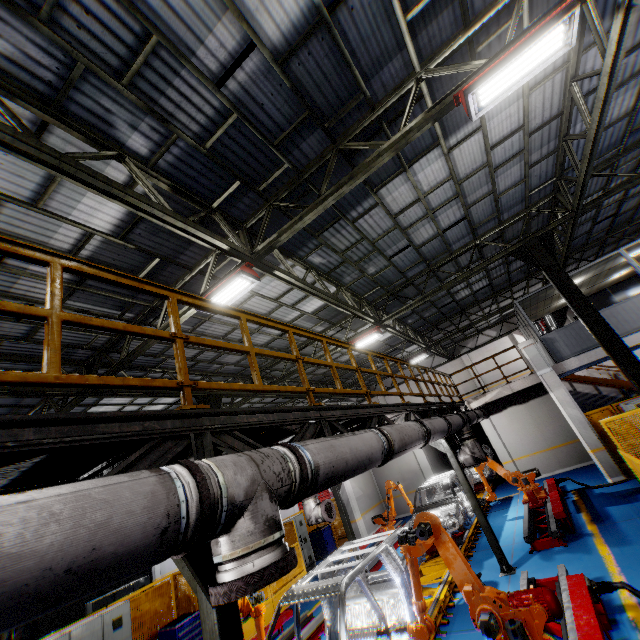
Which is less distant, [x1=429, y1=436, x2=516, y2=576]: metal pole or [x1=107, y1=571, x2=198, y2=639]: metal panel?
[x1=429, y1=436, x2=516, y2=576]: metal pole

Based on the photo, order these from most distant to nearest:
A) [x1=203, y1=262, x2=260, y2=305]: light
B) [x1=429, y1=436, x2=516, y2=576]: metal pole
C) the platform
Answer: [x1=429, y1=436, x2=516, y2=576]: metal pole < [x1=203, y1=262, x2=260, y2=305]: light < the platform

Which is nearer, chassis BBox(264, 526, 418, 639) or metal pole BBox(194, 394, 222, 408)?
chassis BBox(264, 526, 418, 639)

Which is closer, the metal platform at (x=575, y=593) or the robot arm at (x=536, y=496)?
the metal platform at (x=575, y=593)

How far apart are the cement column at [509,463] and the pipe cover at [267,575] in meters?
17.2

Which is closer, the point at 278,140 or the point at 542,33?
the point at 542,33

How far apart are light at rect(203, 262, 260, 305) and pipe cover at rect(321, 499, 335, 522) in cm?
620

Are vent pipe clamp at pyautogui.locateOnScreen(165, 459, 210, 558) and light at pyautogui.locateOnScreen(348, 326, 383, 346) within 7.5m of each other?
no
